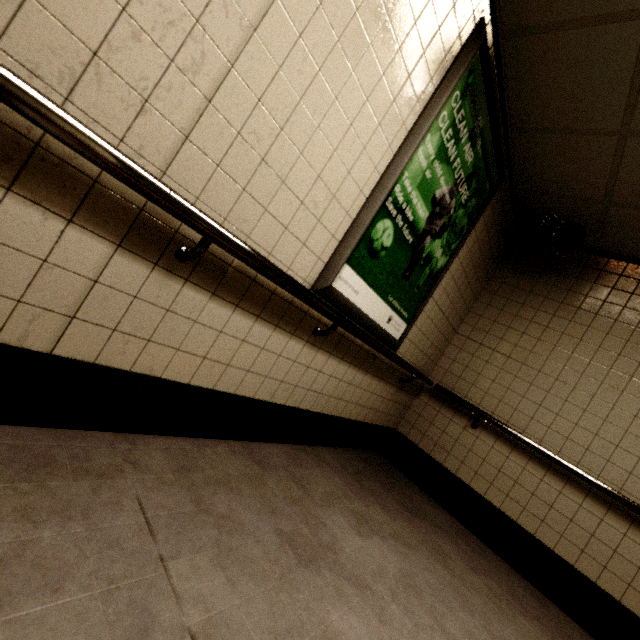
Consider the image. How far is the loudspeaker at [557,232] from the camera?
2.85m

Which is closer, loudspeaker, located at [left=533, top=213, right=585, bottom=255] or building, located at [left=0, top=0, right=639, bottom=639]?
building, located at [left=0, top=0, right=639, bottom=639]

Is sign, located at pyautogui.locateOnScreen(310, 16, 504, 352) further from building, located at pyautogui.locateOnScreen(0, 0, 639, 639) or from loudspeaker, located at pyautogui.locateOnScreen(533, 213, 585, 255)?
loudspeaker, located at pyautogui.locateOnScreen(533, 213, 585, 255)

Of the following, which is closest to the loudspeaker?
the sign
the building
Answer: the building

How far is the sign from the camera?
1.8 meters

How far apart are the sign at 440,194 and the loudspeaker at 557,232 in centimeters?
69cm

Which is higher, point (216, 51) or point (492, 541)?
point (216, 51)

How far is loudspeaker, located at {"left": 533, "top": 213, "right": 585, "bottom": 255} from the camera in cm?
285
